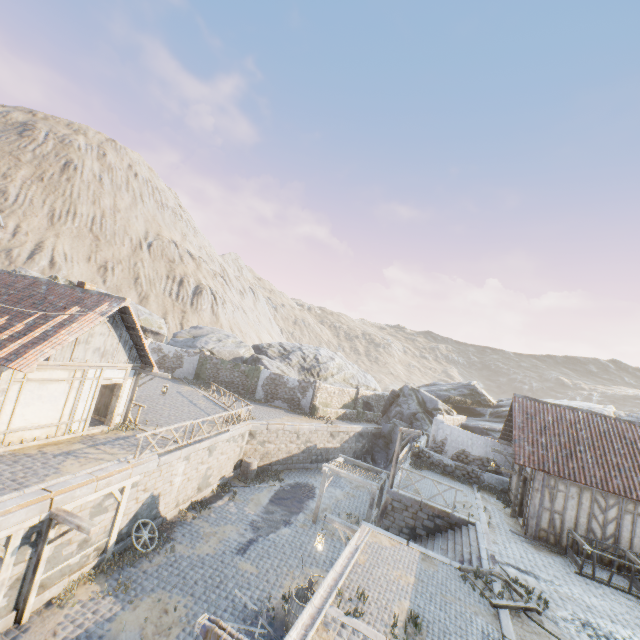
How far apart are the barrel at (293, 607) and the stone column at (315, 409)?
17.6m

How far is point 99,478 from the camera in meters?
10.5 m

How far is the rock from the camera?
30.09m

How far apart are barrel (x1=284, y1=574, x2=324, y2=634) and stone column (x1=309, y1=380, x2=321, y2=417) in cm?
1763

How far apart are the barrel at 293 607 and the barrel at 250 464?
10.4 meters

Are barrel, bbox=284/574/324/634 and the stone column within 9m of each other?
no

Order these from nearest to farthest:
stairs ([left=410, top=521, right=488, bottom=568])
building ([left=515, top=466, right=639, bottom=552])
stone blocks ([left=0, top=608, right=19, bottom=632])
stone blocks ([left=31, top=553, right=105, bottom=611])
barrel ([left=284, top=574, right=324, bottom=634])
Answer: stone blocks ([left=0, top=608, right=19, bottom=632]), stone blocks ([left=31, top=553, right=105, bottom=611]), barrel ([left=284, top=574, right=324, bottom=634]), stairs ([left=410, top=521, right=488, bottom=568]), building ([left=515, top=466, right=639, bottom=552])

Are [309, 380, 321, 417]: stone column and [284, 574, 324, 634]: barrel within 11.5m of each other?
no
